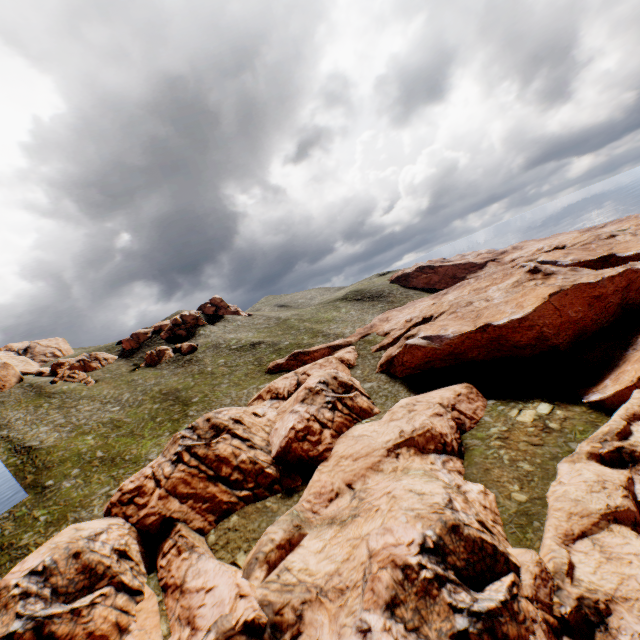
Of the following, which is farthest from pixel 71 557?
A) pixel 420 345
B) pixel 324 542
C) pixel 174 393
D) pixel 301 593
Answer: pixel 420 345
